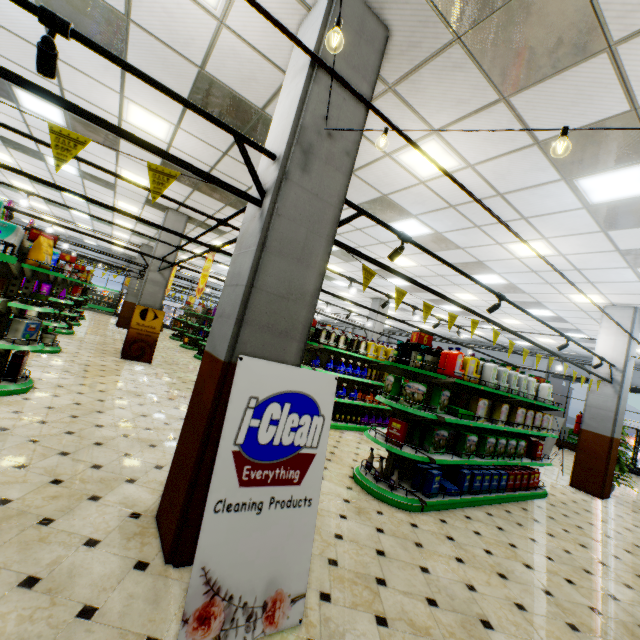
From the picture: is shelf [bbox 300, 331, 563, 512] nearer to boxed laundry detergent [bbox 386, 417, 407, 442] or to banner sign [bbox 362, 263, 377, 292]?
boxed laundry detergent [bbox 386, 417, 407, 442]

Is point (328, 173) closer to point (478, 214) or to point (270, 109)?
point (270, 109)

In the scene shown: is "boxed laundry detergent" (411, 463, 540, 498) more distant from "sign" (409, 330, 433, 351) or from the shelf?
"sign" (409, 330, 433, 351)

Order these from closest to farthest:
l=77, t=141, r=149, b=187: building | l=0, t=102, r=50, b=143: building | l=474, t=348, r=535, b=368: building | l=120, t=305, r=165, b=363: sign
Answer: l=0, t=102, r=50, b=143: building
l=77, t=141, r=149, b=187: building
l=120, t=305, r=165, b=363: sign
l=474, t=348, r=535, b=368: building

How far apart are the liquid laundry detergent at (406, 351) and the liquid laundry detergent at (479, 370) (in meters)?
0.86

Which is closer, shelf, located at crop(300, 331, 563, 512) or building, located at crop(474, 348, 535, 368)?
shelf, located at crop(300, 331, 563, 512)

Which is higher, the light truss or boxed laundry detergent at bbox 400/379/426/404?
the light truss

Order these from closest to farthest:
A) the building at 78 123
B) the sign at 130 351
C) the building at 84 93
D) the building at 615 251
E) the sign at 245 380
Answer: the sign at 245 380
the building at 615 251
the building at 84 93
the building at 78 123
the sign at 130 351
